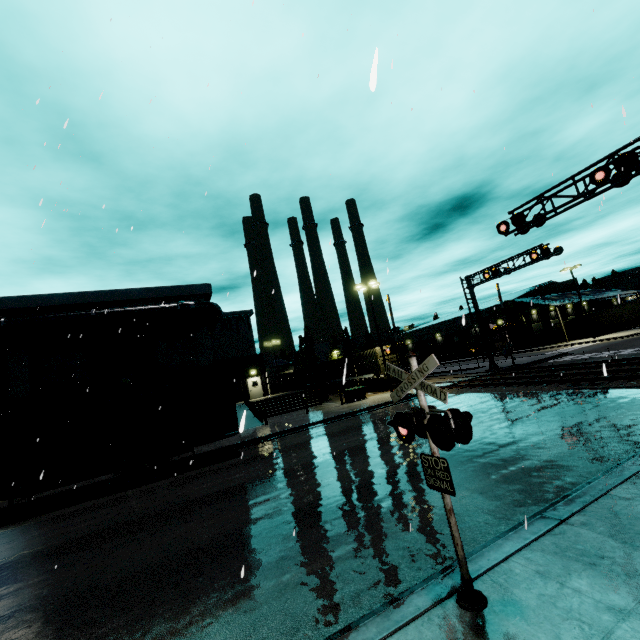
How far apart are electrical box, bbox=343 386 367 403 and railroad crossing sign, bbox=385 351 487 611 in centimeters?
2202cm

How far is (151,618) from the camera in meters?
4.9 m

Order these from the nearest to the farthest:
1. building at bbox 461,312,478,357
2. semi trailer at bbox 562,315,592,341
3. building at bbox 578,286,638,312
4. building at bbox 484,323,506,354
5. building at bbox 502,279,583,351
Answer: building at bbox 502,279,583,351
semi trailer at bbox 562,315,592,341
building at bbox 578,286,638,312
building at bbox 484,323,506,354
building at bbox 461,312,478,357

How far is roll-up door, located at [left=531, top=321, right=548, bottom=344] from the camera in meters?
51.8 m

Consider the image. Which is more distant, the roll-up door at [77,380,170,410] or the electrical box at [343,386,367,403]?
the electrical box at [343,386,367,403]

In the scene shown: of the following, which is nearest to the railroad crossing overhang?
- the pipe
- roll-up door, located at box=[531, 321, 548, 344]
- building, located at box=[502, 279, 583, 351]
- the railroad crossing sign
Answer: building, located at box=[502, 279, 583, 351]

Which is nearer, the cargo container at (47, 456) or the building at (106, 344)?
the cargo container at (47, 456)

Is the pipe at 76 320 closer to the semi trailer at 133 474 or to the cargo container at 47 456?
the cargo container at 47 456
